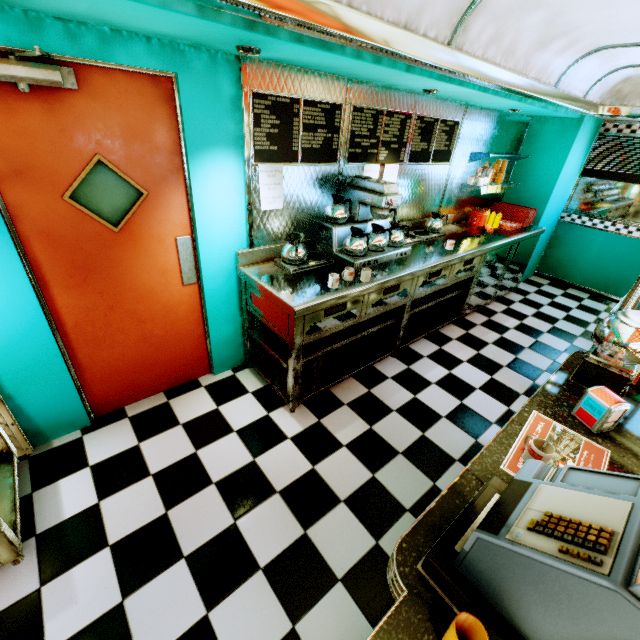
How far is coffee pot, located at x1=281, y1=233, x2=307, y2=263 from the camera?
2.78m

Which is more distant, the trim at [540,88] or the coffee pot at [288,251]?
the coffee pot at [288,251]

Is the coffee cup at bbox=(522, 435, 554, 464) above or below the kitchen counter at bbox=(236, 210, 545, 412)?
above

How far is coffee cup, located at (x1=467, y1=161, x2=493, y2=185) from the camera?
4.5m

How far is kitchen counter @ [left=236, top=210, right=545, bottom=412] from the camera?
2.6m

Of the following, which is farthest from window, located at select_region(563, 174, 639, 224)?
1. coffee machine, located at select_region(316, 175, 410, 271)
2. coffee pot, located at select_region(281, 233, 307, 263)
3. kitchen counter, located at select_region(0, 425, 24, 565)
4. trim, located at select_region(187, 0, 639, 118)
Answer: kitchen counter, located at select_region(0, 425, 24, 565)

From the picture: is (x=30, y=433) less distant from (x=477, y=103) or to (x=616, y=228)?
(x=477, y=103)

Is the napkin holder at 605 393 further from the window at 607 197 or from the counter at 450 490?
the window at 607 197
